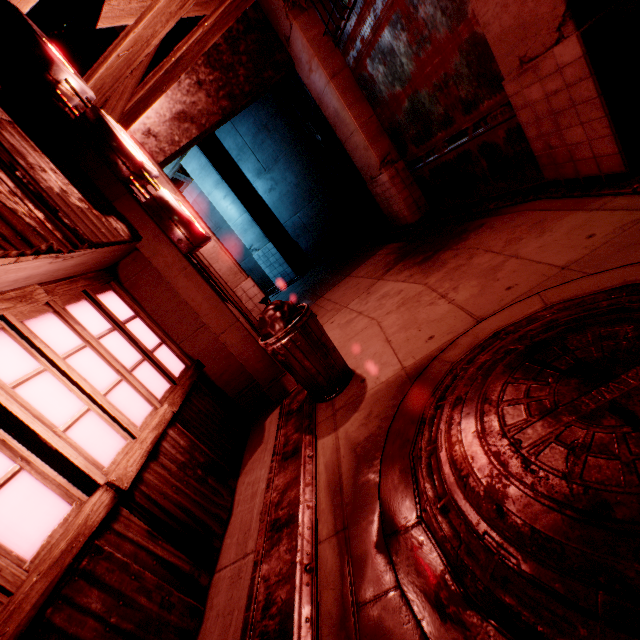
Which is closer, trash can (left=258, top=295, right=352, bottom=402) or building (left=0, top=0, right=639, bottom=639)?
building (left=0, top=0, right=639, bottom=639)

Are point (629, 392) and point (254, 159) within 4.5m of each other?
no

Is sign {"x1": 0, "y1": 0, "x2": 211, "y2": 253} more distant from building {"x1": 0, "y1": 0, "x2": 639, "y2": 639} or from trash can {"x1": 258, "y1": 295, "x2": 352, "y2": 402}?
trash can {"x1": 258, "y1": 295, "x2": 352, "y2": 402}

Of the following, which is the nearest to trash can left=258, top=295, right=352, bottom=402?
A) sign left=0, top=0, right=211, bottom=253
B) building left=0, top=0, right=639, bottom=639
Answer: building left=0, top=0, right=639, bottom=639

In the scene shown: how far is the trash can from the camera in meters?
3.4 m

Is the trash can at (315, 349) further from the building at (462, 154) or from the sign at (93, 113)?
the sign at (93, 113)
